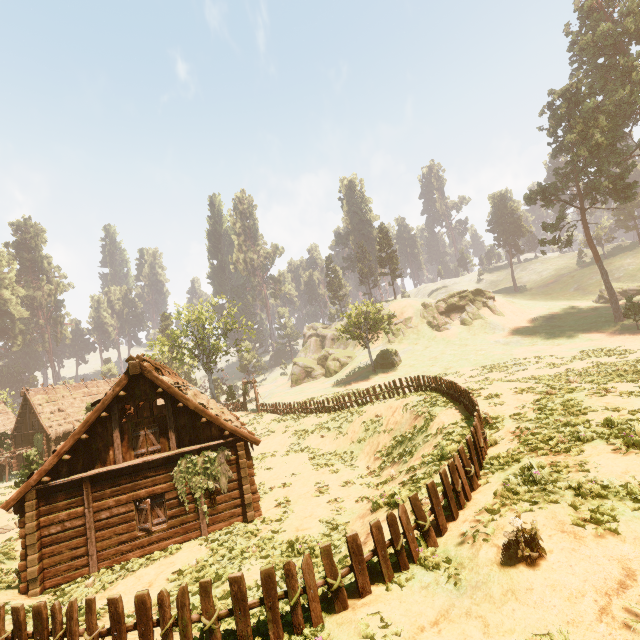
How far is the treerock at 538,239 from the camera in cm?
4091

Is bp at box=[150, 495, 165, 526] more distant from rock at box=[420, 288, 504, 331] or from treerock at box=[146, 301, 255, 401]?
rock at box=[420, 288, 504, 331]

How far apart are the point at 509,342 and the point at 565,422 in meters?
34.3

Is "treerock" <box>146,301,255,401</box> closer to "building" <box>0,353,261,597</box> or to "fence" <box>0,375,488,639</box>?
"building" <box>0,353,261,597</box>

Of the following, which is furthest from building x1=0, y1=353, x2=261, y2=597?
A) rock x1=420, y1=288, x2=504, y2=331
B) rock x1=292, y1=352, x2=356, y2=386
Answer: rock x1=420, y1=288, x2=504, y2=331

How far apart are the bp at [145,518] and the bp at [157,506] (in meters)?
0.17

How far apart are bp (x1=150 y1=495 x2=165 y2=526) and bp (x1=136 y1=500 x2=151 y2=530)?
0.2m

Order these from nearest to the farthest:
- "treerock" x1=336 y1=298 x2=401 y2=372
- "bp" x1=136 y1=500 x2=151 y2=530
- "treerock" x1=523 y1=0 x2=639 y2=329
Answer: "bp" x1=136 y1=500 x2=151 y2=530
"treerock" x1=523 y1=0 x2=639 y2=329
"treerock" x1=336 y1=298 x2=401 y2=372
